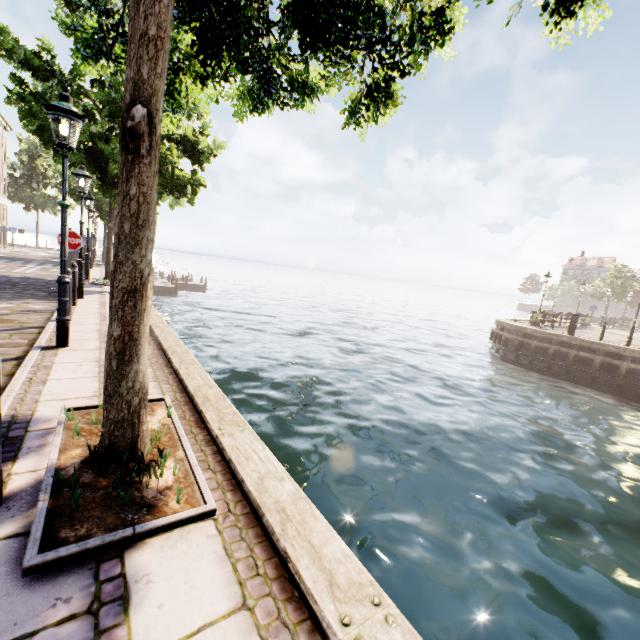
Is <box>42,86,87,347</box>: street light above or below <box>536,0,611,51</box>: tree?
below

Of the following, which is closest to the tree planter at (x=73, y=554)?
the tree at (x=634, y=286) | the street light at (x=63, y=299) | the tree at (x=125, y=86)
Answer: the tree at (x=125, y=86)

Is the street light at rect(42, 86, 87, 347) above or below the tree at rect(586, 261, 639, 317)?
below

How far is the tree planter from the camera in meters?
1.8

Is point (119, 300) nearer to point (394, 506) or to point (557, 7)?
point (557, 7)

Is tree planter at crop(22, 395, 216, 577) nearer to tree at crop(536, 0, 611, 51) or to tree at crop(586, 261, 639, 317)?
tree at crop(536, 0, 611, 51)

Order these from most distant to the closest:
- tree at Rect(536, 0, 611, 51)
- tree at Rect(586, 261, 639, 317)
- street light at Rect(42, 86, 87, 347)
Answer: tree at Rect(586, 261, 639, 317) < street light at Rect(42, 86, 87, 347) < tree at Rect(536, 0, 611, 51)

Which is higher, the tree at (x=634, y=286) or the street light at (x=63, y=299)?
the tree at (x=634, y=286)
